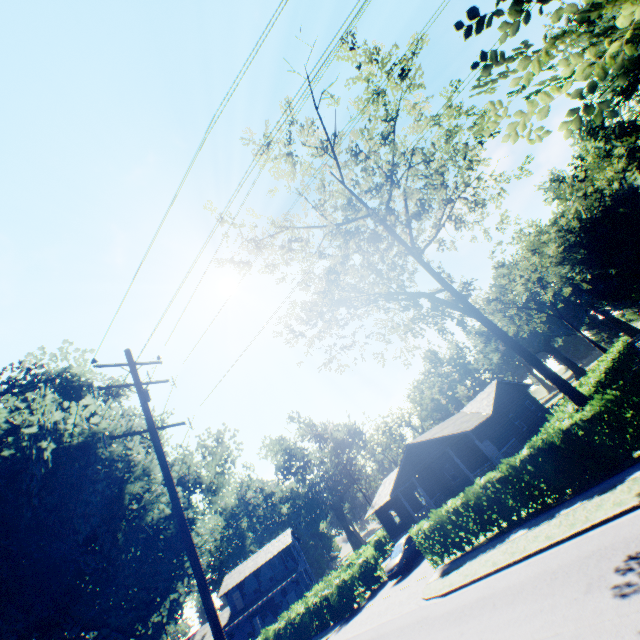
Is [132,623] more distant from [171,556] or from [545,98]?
[545,98]

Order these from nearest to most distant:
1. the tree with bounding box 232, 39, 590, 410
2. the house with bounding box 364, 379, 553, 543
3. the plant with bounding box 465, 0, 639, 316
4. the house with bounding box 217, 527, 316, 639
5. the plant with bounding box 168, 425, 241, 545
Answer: the plant with bounding box 465, 0, 639, 316 < the tree with bounding box 232, 39, 590, 410 < the plant with bounding box 168, 425, 241, 545 < the house with bounding box 364, 379, 553, 543 < the house with bounding box 217, 527, 316, 639

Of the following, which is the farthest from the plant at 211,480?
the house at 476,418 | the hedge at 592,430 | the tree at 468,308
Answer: the house at 476,418

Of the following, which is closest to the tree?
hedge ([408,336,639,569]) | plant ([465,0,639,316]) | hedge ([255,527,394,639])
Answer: hedge ([408,336,639,569])

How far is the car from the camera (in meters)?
22.31

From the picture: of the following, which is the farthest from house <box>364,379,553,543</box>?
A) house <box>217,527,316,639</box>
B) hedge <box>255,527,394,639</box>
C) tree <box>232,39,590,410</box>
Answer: house <box>217,527,316,639</box>

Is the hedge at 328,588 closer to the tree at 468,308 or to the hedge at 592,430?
the hedge at 592,430

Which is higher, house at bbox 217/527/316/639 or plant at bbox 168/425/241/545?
plant at bbox 168/425/241/545
